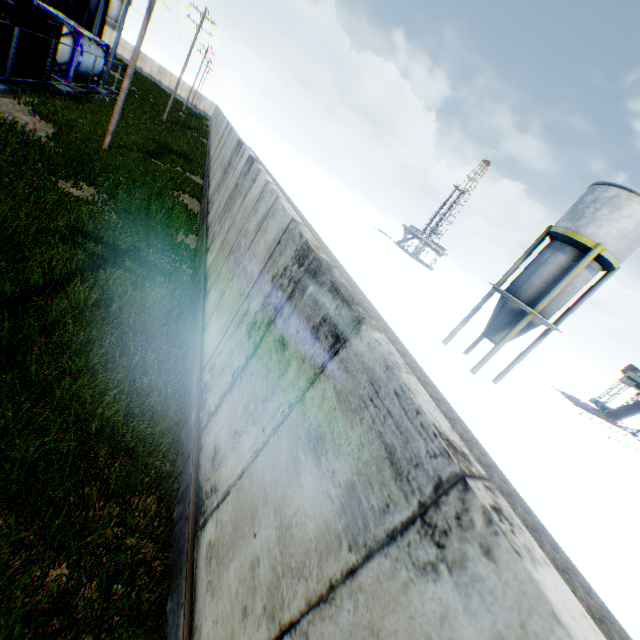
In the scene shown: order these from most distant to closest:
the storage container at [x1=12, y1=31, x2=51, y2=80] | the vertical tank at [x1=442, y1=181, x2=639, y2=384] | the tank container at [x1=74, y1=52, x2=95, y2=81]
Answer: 1. the tank container at [x1=74, y1=52, x2=95, y2=81]
2. the vertical tank at [x1=442, y1=181, x2=639, y2=384]
3. the storage container at [x1=12, y1=31, x2=51, y2=80]

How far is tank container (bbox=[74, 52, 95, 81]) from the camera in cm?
2038

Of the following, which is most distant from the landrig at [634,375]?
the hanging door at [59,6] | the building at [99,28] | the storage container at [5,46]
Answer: the hanging door at [59,6]

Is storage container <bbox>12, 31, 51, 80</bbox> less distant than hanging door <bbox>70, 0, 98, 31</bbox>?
Yes

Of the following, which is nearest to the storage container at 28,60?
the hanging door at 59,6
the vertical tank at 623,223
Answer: the hanging door at 59,6

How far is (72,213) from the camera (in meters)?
8.27

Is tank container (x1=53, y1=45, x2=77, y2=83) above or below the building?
below

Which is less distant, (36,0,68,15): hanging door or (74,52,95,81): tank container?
(74,52,95,81): tank container
